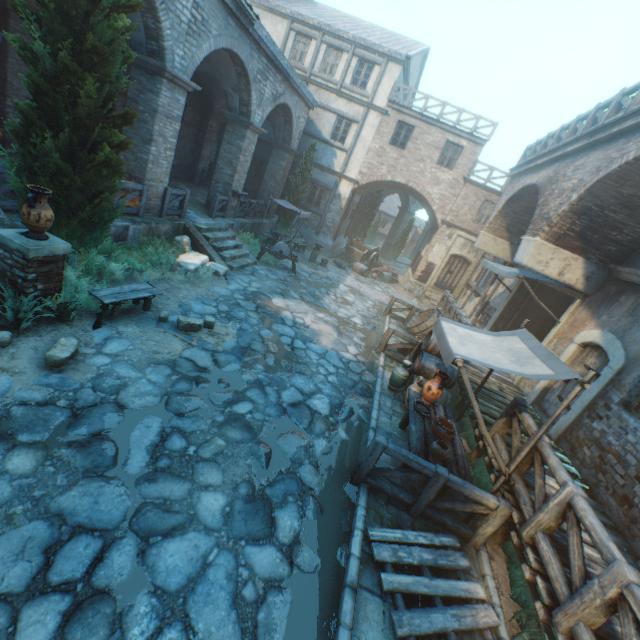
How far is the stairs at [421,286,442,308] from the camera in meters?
19.5

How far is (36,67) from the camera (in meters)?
5.18

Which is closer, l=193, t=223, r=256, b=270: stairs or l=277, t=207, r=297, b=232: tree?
l=193, t=223, r=256, b=270: stairs

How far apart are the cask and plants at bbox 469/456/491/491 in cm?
626

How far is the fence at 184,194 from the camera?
10.31m

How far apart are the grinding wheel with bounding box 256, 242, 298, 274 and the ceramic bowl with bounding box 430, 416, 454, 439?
9.83m

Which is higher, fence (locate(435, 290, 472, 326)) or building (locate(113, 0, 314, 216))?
building (locate(113, 0, 314, 216))

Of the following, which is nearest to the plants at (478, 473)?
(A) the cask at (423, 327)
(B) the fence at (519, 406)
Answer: (B) the fence at (519, 406)
